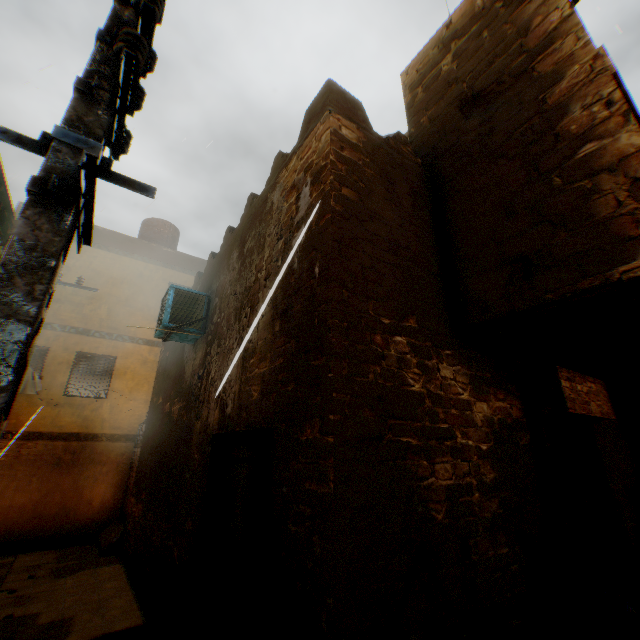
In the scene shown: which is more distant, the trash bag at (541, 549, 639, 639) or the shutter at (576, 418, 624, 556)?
the shutter at (576, 418, 624, 556)

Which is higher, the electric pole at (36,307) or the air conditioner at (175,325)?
the air conditioner at (175,325)

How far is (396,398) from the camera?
2.7 meters

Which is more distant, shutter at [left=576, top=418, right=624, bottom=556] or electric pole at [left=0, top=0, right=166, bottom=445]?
shutter at [left=576, top=418, right=624, bottom=556]

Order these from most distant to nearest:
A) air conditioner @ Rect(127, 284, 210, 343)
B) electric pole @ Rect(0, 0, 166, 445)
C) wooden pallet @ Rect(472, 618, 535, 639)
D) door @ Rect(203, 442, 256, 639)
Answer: air conditioner @ Rect(127, 284, 210, 343) → door @ Rect(203, 442, 256, 639) → wooden pallet @ Rect(472, 618, 535, 639) → electric pole @ Rect(0, 0, 166, 445)

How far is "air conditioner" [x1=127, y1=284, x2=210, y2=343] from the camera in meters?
5.6

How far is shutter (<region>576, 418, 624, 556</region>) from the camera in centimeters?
385cm

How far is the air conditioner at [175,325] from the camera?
5.6 meters
